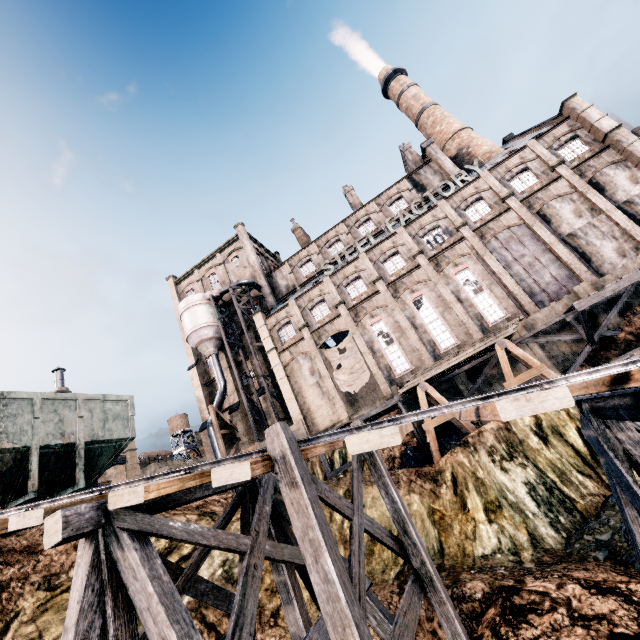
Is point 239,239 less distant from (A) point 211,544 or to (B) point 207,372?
(B) point 207,372

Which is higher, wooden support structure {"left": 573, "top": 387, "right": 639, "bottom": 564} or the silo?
the silo

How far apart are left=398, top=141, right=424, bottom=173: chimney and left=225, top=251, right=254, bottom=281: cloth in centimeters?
2539cm

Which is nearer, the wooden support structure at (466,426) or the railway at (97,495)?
the railway at (97,495)

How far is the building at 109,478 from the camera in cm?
3025

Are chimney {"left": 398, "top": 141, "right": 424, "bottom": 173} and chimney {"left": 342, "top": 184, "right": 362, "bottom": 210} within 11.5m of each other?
yes

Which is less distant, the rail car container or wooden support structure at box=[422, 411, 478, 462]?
the rail car container

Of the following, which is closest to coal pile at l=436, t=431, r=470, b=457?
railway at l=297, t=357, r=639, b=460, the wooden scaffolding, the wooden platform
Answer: the wooden scaffolding
